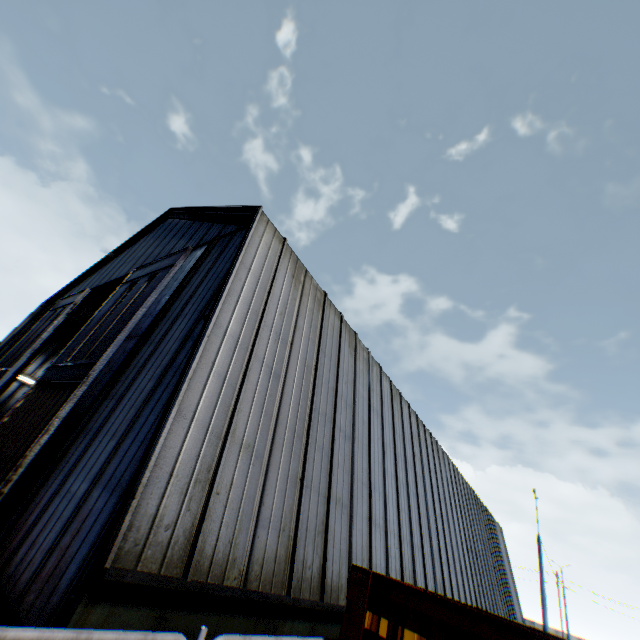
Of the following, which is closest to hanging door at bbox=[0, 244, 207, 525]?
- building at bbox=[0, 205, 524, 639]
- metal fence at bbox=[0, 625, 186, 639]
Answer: building at bbox=[0, 205, 524, 639]

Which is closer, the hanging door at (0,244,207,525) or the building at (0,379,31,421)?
the hanging door at (0,244,207,525)

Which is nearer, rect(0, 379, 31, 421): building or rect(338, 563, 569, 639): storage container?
rect(338, 563, 569, 639): storage container

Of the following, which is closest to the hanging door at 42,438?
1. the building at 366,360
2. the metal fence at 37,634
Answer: the building at 366,360

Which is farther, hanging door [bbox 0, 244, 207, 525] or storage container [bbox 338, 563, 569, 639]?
hanging door [bbox 0, 244, 207, 525]

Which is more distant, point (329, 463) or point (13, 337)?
point (13, 337)

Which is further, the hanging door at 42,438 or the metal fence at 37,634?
the hanging door at 42,438

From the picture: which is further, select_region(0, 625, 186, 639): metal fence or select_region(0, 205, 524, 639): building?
select_region(0, 205, 524, 639): building
